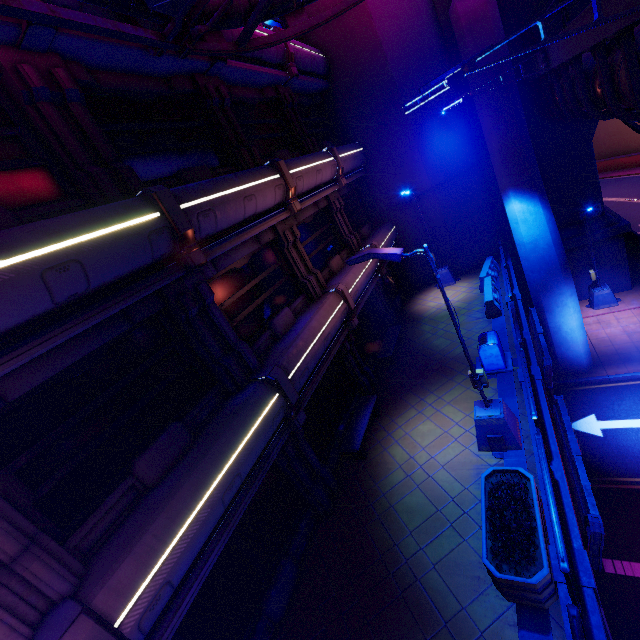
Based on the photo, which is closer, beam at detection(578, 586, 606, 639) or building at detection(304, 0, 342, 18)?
beam at detection(578, 586, 606, 639)

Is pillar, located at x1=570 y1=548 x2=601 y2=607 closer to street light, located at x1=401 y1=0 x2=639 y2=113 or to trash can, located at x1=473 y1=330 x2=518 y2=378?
trash can, located at x1=473 y1=330 x2=518 y2=378

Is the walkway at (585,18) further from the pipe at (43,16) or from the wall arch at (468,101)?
the pipe at (43,16)

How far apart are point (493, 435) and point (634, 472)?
6.5m

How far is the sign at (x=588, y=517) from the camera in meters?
6.2

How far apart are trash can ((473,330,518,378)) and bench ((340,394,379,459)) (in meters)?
3.53

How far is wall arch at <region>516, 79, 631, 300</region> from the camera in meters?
15.7 m

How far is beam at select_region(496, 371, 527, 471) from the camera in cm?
797
